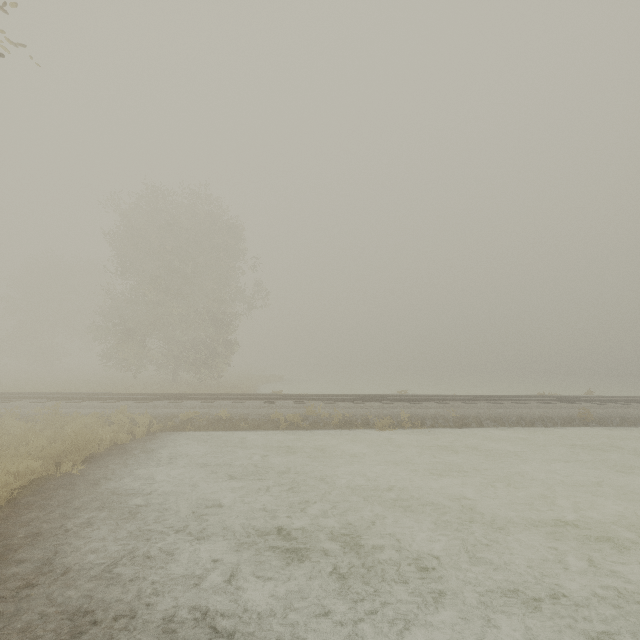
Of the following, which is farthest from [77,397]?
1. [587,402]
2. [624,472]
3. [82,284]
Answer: [82,284]
